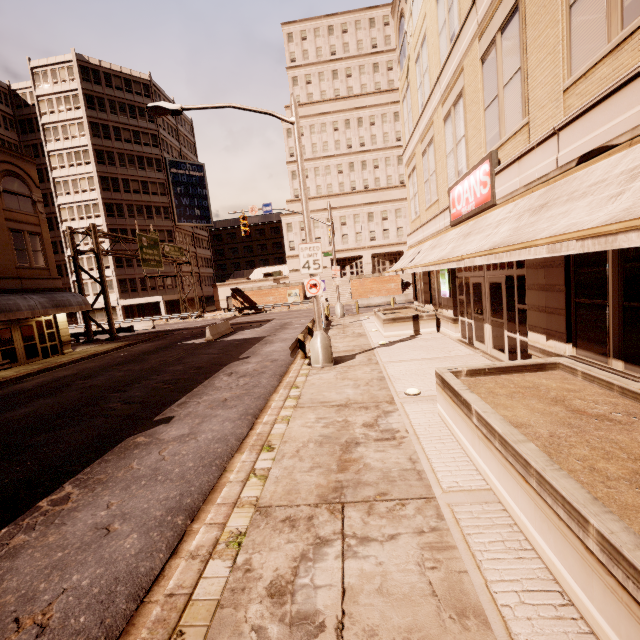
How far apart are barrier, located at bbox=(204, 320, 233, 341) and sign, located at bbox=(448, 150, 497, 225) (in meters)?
16.54

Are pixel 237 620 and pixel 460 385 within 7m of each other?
yes

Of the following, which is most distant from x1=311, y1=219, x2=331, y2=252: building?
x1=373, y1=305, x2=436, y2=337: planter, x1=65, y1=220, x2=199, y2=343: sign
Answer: x1=373, y1=305, x2=436, y2=337: planter

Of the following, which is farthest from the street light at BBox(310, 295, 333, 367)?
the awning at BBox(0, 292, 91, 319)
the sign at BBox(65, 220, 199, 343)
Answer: the sign at BBox(65, 220, 199, 343)

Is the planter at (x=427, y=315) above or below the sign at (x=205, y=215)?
below

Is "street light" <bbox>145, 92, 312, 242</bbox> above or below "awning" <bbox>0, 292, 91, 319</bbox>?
above

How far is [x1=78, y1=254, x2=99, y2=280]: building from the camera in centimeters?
4809cm

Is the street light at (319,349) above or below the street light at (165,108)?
below
